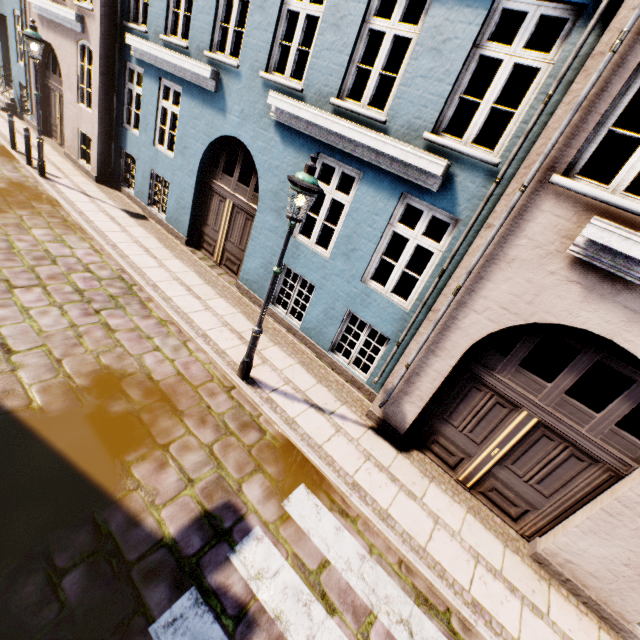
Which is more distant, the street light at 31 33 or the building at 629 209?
the street light at 31 33

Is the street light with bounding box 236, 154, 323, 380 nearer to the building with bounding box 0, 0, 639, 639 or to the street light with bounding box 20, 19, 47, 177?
the building with bounding box 0, 0, 639, 639

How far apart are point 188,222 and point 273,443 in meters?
7.1

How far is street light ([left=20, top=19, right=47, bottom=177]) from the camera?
8.2 meters

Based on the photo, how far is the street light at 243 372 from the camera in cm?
409

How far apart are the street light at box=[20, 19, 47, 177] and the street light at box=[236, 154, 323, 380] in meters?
9.7 m

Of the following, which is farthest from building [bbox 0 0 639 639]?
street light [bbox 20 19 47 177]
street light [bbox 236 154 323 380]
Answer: street light [bbox 236 154 323 380]
